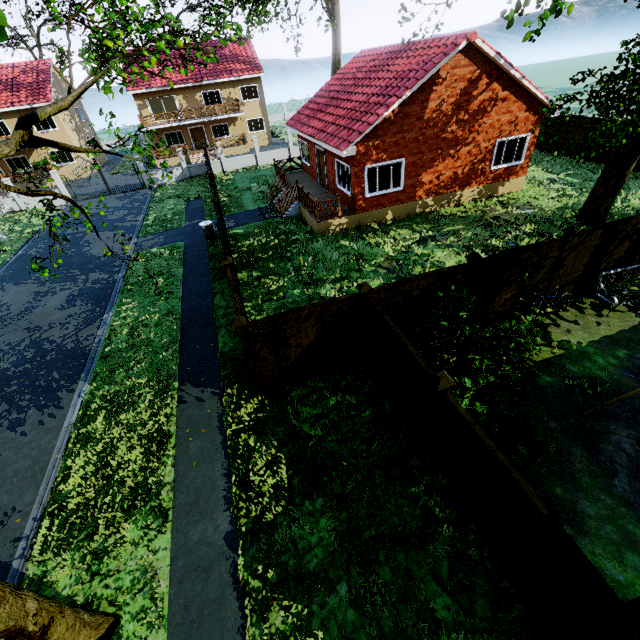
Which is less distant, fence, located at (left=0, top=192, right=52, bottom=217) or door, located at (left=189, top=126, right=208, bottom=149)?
fence, located at (left=0, top=192, right=52, bottom=217)

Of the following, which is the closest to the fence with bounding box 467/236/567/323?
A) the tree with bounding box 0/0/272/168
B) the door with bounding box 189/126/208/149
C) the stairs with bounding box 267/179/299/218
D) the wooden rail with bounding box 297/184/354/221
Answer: the tree with bounding box 0/0/272/168

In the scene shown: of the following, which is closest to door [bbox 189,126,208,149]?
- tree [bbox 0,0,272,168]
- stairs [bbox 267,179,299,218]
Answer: tree [bbox 0,0,272,168]

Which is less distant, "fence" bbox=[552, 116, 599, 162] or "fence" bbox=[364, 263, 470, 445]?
"fence" bbox=[364, 263, 470, 445]

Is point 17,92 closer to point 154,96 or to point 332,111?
point 154,96

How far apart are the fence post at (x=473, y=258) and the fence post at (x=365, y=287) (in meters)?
2.68

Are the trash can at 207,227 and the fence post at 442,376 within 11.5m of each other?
no

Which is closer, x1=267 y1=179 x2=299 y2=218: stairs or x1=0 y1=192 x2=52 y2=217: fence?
x1=267 y1=179 x2=299 y2=218: stairs
